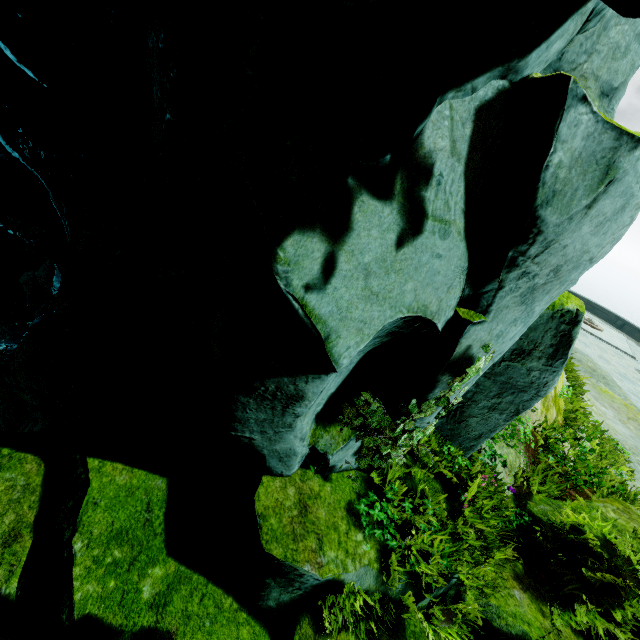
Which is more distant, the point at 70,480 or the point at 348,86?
the point at 70,480

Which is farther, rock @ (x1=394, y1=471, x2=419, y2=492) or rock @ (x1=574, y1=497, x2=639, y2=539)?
rock @ (x1=574, y1=497, x2=639, y2=539)

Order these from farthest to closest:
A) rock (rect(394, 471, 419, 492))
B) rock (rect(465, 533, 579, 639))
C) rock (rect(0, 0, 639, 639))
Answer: rock (rect(394, 471, 419, 492))
rock (rect(465, 533, 579, 639))
rock (rect(0, 0, 639, 639))

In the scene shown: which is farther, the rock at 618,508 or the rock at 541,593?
the rock at 618,508

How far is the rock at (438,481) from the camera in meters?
4.2 m

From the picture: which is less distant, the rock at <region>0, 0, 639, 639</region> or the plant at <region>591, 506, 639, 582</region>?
the rock at <region>0, 0, 639, 639</region>

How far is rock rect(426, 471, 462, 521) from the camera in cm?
419
